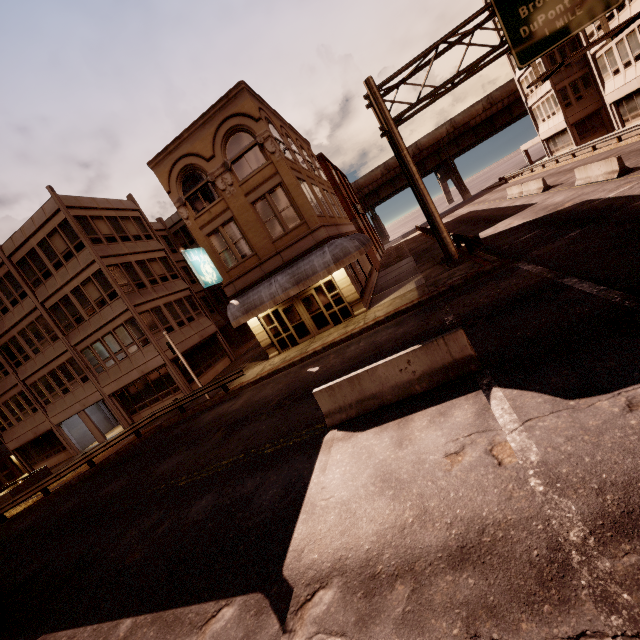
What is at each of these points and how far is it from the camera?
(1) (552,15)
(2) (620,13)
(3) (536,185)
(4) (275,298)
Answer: (1) sign, 13.61m
(2) building, 24.27m
(3) barrier, 25.12m
(4) awning, 17.48m

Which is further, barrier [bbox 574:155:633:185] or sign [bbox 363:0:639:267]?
barrier [bbox 574:155:633:185]

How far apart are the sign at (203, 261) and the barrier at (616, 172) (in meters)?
21.63

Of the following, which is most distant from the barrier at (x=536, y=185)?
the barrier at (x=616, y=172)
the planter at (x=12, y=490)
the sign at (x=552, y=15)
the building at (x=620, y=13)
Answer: the planter at (x=12, y=490)

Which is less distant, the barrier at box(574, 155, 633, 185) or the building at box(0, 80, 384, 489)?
the barrier at box(574, 155, 633, 185)

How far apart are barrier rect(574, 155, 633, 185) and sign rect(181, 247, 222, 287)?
21.63m

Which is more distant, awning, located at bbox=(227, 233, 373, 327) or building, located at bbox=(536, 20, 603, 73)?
building, located at bbox=(536, 20, 603, 73)

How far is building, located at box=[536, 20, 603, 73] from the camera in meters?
27.0
